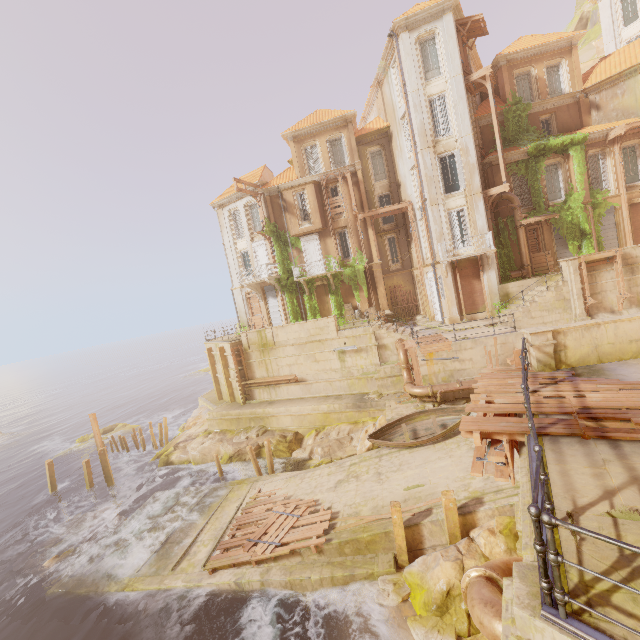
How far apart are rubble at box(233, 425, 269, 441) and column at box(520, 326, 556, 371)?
18.3m

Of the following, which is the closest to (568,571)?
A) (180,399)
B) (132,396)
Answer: (180,399)

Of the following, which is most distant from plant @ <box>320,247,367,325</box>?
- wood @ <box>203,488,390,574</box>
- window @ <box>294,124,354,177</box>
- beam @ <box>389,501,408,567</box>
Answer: beam @ <box>389,501,408,567</box>

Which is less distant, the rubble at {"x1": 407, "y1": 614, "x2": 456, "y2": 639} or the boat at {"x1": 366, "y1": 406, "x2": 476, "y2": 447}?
the rubble at {"x1": 407, "y1": 614, "x2": 456, "y2": 639}

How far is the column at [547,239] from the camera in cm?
2331

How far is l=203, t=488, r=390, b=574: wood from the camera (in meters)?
12.23

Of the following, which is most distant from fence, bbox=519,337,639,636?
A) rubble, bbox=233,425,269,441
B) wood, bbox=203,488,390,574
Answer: rubble, bbox=233,425,269,441

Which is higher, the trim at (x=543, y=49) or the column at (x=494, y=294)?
the trim at (x=543, y=49)
